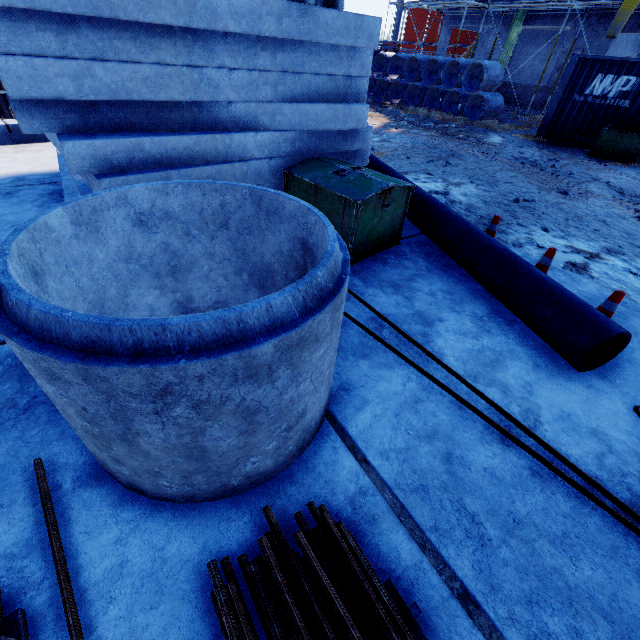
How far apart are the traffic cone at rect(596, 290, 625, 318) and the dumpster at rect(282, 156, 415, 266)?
2.24m

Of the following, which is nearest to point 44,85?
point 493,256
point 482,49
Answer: point 493,256

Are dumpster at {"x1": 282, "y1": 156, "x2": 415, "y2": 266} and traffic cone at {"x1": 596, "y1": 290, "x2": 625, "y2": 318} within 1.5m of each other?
no

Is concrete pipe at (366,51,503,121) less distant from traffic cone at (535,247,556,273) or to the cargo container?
the cargo container

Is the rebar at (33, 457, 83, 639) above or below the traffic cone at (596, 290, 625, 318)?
below

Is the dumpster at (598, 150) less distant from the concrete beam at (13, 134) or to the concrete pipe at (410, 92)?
the concrete pipe at (410, 92)

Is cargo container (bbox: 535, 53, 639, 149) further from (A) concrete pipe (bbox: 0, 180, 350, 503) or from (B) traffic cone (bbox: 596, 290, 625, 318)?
(A) concrete pipe (bbox: 0, 180, 350, 503)

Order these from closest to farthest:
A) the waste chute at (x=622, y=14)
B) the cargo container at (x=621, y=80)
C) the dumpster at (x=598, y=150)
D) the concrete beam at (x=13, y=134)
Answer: the concrete beam at (x=13, y=134) < the dumpster at (x=598, y=150) < the cargo container at (x=621, y=80) < the waste chute at (x=622, y=14)
